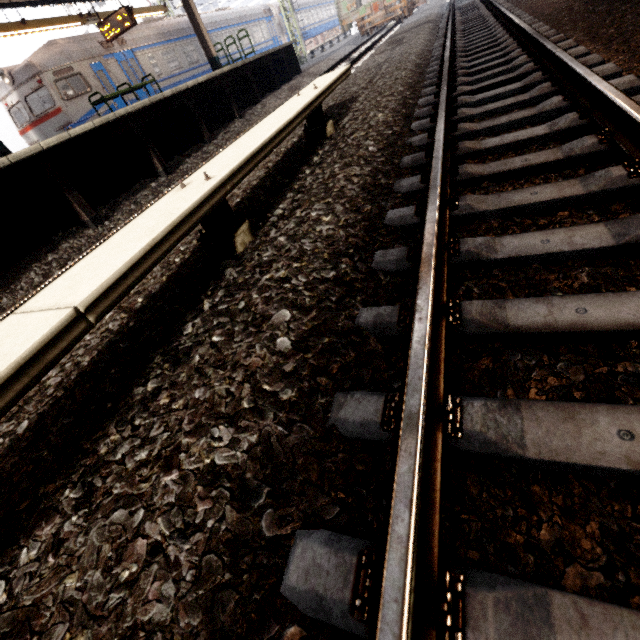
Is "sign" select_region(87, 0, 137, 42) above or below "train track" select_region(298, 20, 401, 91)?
above

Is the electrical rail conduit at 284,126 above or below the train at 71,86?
below

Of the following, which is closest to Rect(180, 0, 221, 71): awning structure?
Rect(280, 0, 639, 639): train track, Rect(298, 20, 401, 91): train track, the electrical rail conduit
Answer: Rect(298, 20, 401, 91): train track

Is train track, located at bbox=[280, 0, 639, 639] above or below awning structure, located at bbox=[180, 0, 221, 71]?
below

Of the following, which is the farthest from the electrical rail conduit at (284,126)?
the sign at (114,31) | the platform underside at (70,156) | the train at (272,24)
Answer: the train at (272,24)

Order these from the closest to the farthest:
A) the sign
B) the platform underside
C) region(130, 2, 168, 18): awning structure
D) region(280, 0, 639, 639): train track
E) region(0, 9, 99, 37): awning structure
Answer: region(280, 0, 639, 639): train track → the platform underside → region(0, 9, 99, 37): awning structure → the sign → region(130, 2, 168, 18): awning structure

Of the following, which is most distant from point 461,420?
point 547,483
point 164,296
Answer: point 164,296

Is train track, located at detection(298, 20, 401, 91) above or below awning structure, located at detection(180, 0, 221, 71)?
below
